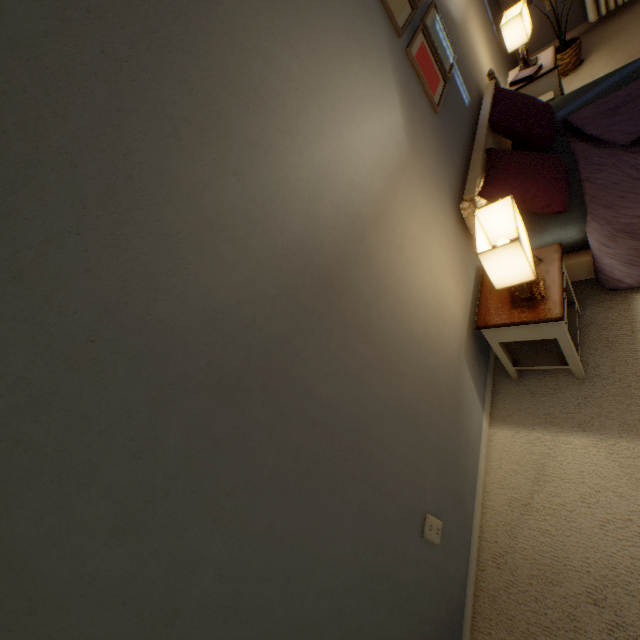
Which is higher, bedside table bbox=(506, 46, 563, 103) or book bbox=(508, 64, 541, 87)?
book bbox=(508, 64, 541, 87)

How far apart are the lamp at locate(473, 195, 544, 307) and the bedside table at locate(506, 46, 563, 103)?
2.1m

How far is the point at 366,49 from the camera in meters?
1.3

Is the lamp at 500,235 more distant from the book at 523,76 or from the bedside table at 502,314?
the book at 523,76

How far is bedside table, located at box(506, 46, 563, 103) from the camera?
2.5 meters

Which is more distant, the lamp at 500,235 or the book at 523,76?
the book at 523,76

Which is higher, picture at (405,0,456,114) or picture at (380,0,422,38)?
picture at (380,0,422,38)

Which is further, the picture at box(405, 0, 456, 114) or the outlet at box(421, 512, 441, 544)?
the picture at box(405, 0, 456, 114)
